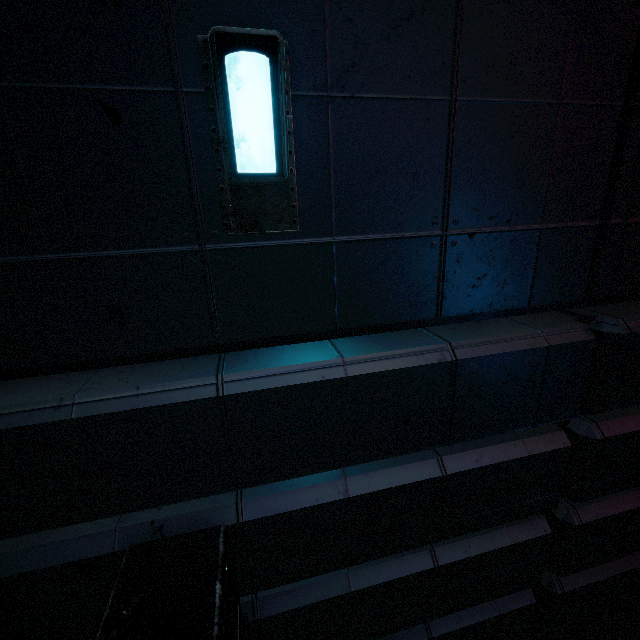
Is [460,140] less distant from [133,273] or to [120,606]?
[133,273]
